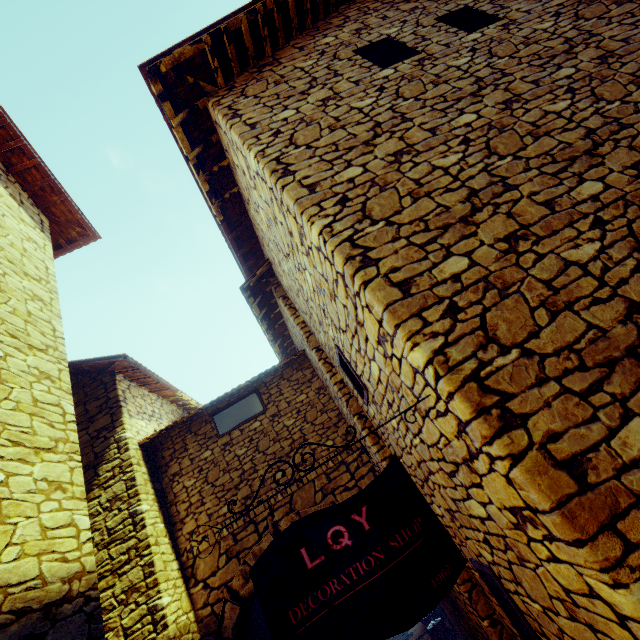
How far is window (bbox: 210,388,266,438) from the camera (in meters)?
6.05

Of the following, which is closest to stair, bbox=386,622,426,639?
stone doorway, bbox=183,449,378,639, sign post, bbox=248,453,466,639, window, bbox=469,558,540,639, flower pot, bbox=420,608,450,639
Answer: flower pot, bbox=420,608,450,639

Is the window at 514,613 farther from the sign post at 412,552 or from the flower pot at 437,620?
the flower pot at 437,620

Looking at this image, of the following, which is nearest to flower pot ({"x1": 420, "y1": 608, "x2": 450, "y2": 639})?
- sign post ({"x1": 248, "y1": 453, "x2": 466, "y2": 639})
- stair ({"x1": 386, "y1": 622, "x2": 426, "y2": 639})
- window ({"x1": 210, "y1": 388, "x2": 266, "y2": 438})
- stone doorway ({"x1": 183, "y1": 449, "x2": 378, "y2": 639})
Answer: stair ({"x1": 386, "y1": 622, "x2": 426, "y2": 639})

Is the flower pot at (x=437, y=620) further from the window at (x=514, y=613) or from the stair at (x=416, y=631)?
the window at (x=514, y=613)

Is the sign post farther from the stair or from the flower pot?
the stair

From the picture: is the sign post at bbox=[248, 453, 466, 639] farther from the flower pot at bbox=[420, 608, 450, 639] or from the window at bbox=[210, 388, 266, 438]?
the flower pot at bbox=[420, 608, 450, 639]

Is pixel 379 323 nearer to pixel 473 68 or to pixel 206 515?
pixel 473 68
